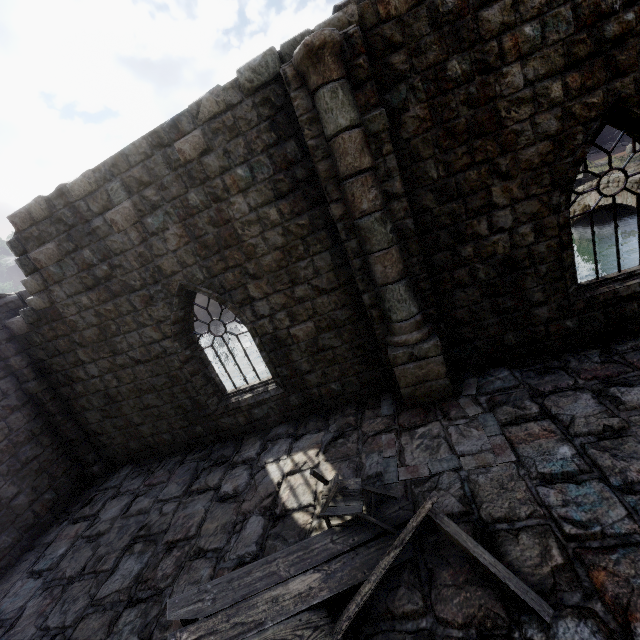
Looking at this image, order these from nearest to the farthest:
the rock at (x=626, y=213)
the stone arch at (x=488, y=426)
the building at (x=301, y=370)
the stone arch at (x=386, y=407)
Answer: the building at (x=301, y=370) < the stone arch at (x=488, y=426) < the stone arch at (x=386, y=407) < the rock at (x=626, y=213)

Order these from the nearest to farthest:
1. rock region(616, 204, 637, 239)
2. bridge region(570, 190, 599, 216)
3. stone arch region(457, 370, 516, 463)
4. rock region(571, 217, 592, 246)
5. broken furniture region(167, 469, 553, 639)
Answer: broken furniture region(167, 469, 553, 639) < stone arch region(457, 370, 516, 463) < bridge region(570, 190, 599, 216) < rock region(616, 204, 637, 239) < rock region(571, 217, 592, 246)

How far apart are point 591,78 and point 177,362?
9.5 meters

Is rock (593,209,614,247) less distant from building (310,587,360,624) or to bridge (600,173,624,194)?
bridge (600,173,624,194)

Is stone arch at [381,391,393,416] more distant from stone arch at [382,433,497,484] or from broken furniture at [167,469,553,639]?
broken furniture at [167,469,553,639]

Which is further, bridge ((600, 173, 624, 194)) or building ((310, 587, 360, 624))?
bridge ((600, 173, 624, 194))

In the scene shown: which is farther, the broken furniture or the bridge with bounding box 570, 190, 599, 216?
the bridge with bounding box 570, 190, 599, 216

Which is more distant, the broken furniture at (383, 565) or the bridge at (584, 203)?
the bridge at (584, 203)
